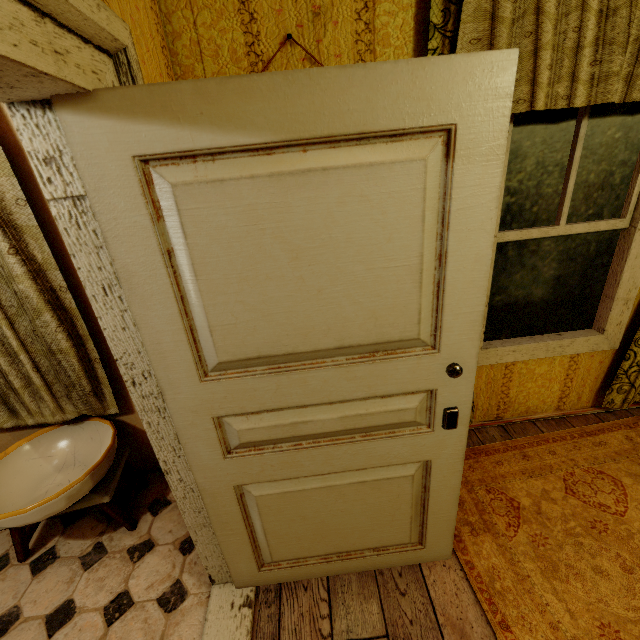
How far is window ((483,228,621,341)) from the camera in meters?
2.0

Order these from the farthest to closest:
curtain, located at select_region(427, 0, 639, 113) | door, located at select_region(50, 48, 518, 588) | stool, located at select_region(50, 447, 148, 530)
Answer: stool, located at select_region(50, 447, 148, 530) < curtain, located at select_region(427, 0, 639, 113) < door, located at select_region(50, 48, 518, 588)

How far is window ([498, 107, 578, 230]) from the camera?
1.70m

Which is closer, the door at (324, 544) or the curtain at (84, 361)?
the door at (324, 544)

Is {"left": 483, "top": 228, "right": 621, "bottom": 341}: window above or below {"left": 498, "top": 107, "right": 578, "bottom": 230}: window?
below

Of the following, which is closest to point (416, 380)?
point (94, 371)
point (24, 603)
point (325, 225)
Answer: point (325, 225)

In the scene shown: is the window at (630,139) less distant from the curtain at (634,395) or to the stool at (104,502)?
the curtain at (634,395)

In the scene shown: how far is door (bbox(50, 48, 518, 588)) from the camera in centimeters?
79cm
